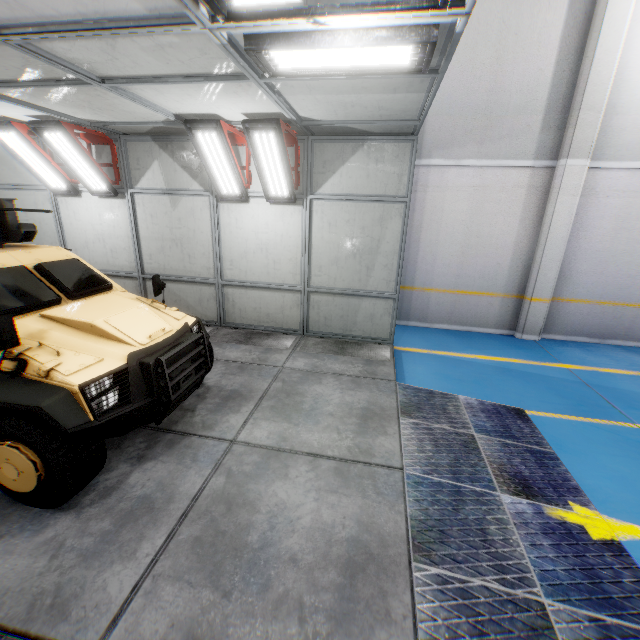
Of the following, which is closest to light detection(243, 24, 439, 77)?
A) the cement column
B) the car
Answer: the car

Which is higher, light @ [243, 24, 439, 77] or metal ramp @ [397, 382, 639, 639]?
light @ [243, 24, 439, 77]

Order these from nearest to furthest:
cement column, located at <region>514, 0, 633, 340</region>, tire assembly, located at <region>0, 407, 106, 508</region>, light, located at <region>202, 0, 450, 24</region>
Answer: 1. light, located at <region>202, 0, 450, 24</region>
2. tire assembly, located at <region>0, 407, 106, 508</region>
3. cement column, located at <region>514, 0, 633, 340</region>

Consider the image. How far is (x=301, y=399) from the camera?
4.75m

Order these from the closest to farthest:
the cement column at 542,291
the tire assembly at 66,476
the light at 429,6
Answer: the light at 429,6 < the tire assembly at 66,476 < the cement column at 542,291

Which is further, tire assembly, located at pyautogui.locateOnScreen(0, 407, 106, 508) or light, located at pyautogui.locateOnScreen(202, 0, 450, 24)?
tire assembly, located at pyautogui.locateOnScreen(0, 407, 106, 508)

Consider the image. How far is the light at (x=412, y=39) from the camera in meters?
2.5 m

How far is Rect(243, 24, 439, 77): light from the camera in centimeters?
253cm
